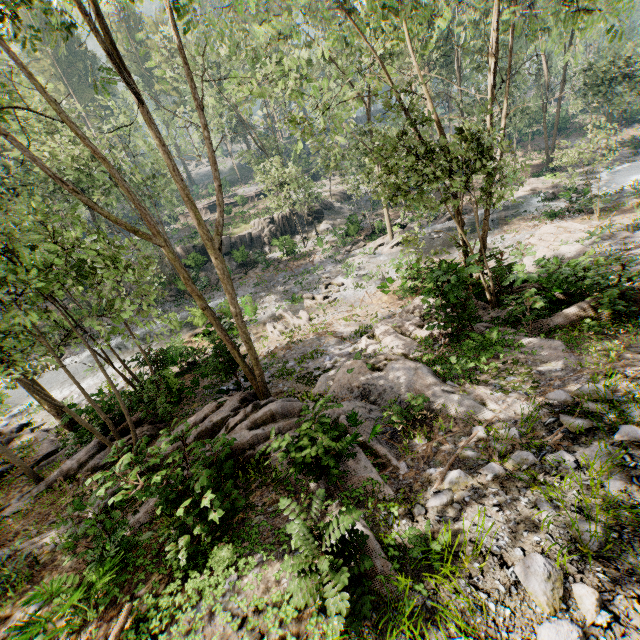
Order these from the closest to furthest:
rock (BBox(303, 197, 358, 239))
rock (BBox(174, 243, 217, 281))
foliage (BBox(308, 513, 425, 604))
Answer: foliage (BBox(308, 513, 425, 604)), rock (BBox(174, 243, 217, 281)), rock (BBox(303, 197, 358, 239))

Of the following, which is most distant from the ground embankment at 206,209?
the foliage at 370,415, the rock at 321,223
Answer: the rock at 321,223

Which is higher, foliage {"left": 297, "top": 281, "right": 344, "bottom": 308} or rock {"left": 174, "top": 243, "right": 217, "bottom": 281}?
rock {"left": 174, "top": 243, "right": 217, "bottom": 281}

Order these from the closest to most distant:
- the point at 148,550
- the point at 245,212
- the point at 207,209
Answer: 1. the point at 148,550
2. the point at 245,212
3. the point at 207,209

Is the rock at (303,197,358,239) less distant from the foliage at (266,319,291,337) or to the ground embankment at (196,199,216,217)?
the foliage at (266,319,291,337)

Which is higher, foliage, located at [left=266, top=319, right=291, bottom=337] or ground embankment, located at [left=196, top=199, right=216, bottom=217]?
ground embankment, located at [left=196, top=199, right=216, bottom=217]

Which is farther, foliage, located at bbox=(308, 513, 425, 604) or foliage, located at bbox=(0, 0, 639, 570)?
foliage, located at bbox=(0, 0, 639, 570)

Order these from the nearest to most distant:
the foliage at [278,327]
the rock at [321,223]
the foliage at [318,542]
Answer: the foliage at [318,542] < the foliage at [278,327] < the rock at [321,223]
